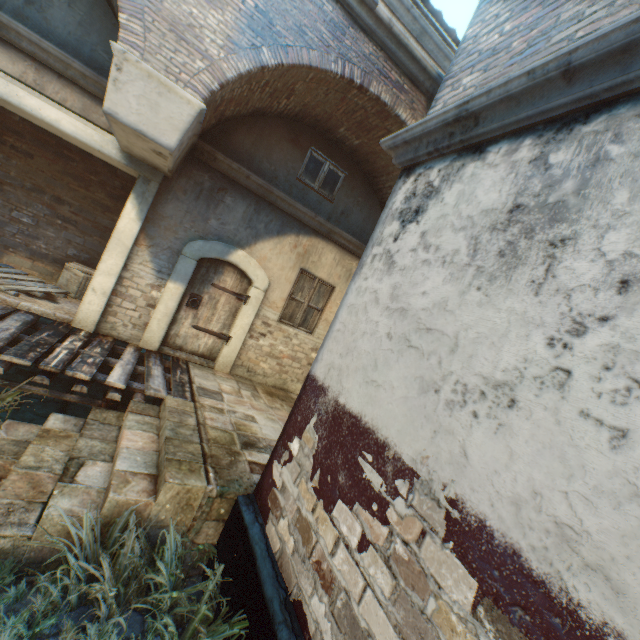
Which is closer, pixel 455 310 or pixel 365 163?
pixel 455 310

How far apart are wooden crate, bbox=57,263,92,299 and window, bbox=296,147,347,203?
4.8m

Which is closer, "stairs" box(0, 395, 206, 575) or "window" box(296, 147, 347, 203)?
Result: "stairs" box(0, 395, 206, 575)

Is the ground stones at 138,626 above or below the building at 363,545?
below

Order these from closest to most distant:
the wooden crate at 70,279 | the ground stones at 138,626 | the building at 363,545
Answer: the building at 363,545
the ground stones at 138,626
the wooden crate at 70,279

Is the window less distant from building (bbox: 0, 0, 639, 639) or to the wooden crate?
building (bbox: 0, 0, 639, 639)

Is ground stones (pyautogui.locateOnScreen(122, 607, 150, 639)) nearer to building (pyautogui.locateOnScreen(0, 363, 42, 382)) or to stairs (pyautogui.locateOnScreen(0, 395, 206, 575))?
stairs (pyautogui.locateOnScreen(0, 395, 206, 575))

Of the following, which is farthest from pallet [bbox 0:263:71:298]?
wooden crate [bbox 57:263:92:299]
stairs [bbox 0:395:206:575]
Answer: stairs [bbox 0:395:206:575]
